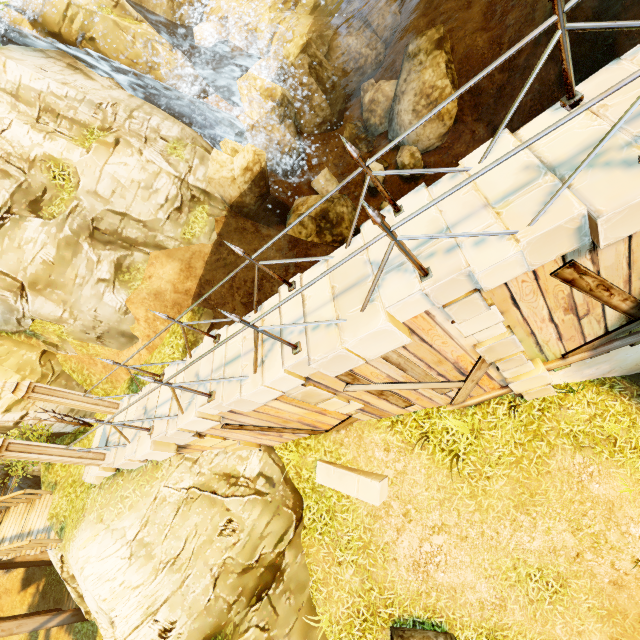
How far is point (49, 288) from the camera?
9.95m

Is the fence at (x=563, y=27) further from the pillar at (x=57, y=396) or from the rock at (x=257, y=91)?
the rock at (x=257, y=91)

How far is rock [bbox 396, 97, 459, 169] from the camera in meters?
13.5 m

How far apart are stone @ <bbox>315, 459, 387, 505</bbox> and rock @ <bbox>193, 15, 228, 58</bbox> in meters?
21.6 m

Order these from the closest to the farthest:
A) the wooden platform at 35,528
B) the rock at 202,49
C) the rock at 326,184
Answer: the wooden platform at 35,528
the rock at 326,184
the rock at 202,49

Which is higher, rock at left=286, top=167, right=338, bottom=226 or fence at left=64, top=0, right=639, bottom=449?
fence at left=64, top=0, right=639, bottom=449

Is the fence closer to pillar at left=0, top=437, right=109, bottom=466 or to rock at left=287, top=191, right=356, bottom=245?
pillar at left=0, top=437, right=109, bottom=466

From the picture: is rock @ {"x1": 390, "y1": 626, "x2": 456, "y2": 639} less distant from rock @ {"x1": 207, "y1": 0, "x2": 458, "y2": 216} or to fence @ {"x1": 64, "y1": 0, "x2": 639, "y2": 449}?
fence @ {"x1": 64, "y1": 0, "x2": 639, "y2": 449}
